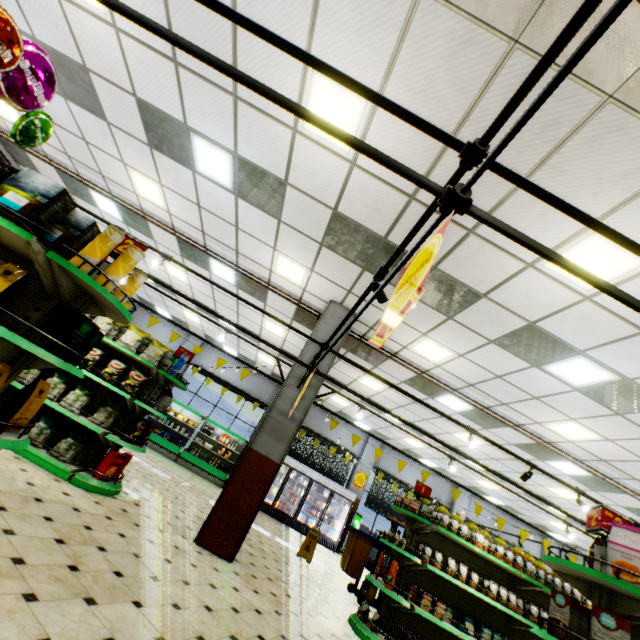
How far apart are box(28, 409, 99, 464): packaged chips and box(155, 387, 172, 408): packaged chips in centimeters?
98cm

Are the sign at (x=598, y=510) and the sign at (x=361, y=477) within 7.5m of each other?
no

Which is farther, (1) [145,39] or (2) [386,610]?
(2) [386,610]

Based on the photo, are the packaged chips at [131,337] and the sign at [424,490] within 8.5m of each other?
yes

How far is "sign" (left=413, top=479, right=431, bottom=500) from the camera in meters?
6.1

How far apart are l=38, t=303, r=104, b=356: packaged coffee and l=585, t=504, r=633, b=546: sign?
4.8 meters

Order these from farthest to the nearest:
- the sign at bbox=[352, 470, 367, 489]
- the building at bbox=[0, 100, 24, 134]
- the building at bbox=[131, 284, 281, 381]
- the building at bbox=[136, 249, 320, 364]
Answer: the sign at bbox=[352, 470, 367, 489] < the building at bbox=[131, 284, 281, 381] < the building at bbox=[136, 249, 320, 364] < the building at bbox=[0, 100, 24, 134]

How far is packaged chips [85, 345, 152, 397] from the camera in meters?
5.2 m
